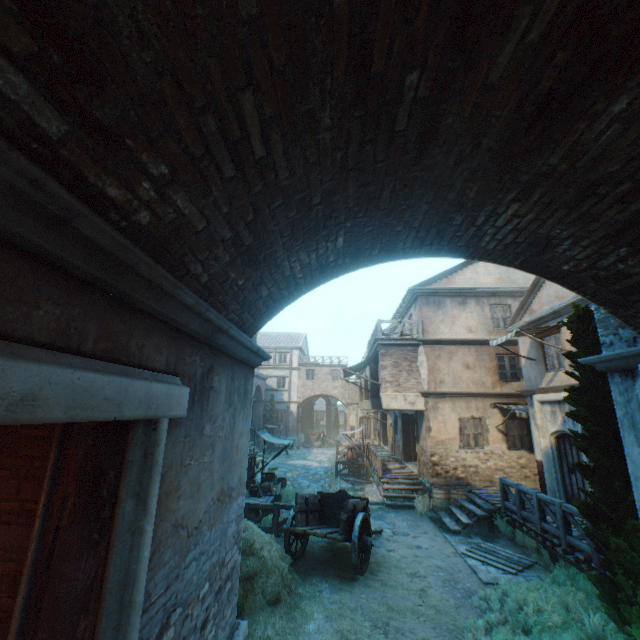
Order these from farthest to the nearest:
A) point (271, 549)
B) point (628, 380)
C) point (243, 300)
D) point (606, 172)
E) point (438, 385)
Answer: point (438, 385), point (271, 549), point (628, 380), point (243, 300), point (606, 172)

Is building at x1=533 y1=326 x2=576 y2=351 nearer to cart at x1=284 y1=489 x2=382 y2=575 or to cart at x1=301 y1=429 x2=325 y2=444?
cart at x1=284 y1=489 x2=382 y2=575

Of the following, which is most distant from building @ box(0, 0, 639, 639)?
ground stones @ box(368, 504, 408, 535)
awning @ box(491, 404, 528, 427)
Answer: ground stones @ box(368, 504, 408, 535)

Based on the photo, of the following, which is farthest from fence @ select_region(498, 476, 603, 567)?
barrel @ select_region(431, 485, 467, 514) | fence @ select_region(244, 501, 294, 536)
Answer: fence @ select_region(244, 501, 294, 536)

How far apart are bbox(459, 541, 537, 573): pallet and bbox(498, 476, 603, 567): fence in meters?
0.9 m

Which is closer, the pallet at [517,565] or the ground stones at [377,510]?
the pallet at [517,565]

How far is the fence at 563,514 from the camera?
7.18m

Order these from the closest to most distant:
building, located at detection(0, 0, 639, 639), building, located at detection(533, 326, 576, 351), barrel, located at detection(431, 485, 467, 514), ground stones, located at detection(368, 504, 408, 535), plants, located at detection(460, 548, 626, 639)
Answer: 1. building, located at detection(0, 0, 639, 639)
2. plants, located at detection(460, 548, 626, 639)
3. building, located at detection(533, 326, 576, 351)
4. ground stones, located at detection(368, 504, 408, 535)
5. barrel, located at detection(431, 485, 467, 514)
